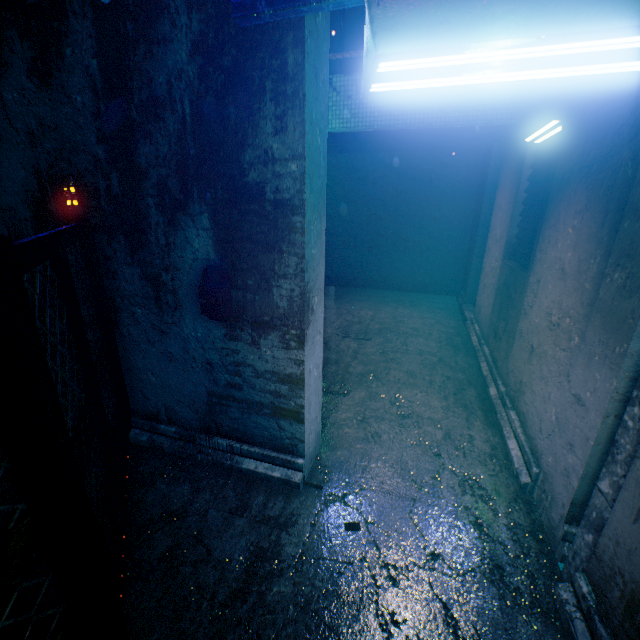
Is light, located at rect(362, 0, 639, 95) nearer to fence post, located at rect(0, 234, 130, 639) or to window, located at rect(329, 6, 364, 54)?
fence post, located at rect(0, 234, 130, 639)

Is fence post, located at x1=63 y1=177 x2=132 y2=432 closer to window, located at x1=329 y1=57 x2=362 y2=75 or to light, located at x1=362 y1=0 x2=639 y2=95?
light, located at x1=362 y1=0 x2=639 y2=95

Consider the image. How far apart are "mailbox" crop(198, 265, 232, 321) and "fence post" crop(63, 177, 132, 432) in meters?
0.8

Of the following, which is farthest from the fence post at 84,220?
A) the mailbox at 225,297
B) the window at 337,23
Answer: the window at 337,23

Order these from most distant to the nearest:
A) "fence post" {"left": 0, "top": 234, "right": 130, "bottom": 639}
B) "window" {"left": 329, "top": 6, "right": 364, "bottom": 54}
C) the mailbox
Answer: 1. "window" {"left": 329, "top": 6, "right": 364, "bottom": 54}
2. the mailbox
3. "fence post" {"left": 0, "top": 234, "right": 130, "bottom": 639}

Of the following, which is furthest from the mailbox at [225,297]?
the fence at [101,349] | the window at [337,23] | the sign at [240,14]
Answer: the window at [337,23]

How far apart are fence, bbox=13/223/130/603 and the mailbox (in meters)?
0.62

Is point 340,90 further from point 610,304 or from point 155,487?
point 155,487
